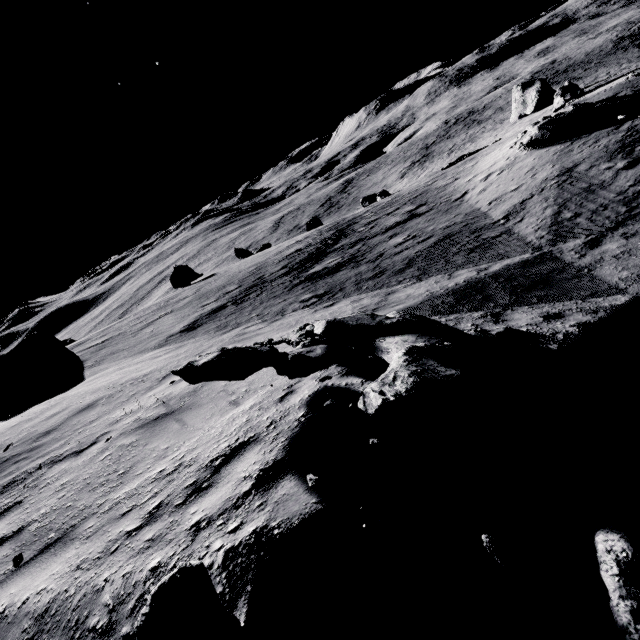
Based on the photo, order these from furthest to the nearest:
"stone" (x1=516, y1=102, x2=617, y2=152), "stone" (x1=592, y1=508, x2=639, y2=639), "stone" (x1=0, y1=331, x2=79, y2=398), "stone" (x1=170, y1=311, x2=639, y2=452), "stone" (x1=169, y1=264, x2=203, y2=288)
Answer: "stone" (x1=169, y1=264, x2=203, y2=288)
"stone" (x1=516, y1=102, x2=617, y2=152)
"stone" (x1=0, y1=331, x2=79, y2=398)
"stone" (x1=170, y1=311, x2=639, y2=452)
"stone" (x1=592, y1=508, x2=639, y2=639)

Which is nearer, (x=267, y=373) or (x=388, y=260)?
(x=267, y=373)

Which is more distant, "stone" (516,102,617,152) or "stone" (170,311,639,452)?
"stone" (516,102,617,152)

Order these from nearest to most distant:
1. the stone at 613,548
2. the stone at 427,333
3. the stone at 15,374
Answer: the stone at 613,548 < the stone at 427,333 < the stone at 15,374

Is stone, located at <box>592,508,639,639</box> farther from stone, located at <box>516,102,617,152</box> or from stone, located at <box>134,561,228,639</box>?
stone, located at <box>516,102,617,152</box>

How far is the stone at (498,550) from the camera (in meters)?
1.73

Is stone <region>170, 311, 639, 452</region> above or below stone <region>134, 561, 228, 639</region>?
below

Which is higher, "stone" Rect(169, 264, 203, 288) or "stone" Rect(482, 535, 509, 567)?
"stone" Rect(482, 535, 509, 567)
